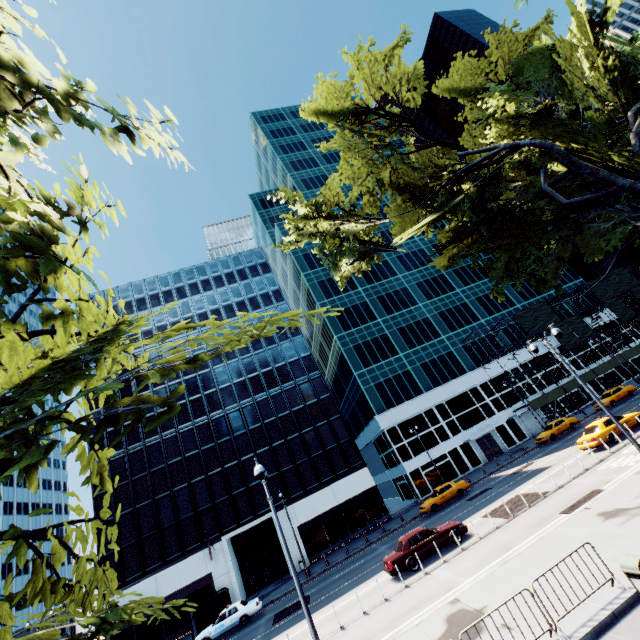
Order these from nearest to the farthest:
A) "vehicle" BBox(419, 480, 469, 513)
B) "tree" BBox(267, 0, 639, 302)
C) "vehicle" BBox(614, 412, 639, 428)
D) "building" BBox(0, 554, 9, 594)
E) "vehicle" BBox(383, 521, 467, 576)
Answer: "tree" BBox(267, 0, 639, 302), "vehicle" BBox(383, 521, 467, 576), "vehicle" BBox(614, 412, 639, 428), "vehicle" BBox(419, 480, 469, 513), "building" BBox(0, 554, 9, 594)

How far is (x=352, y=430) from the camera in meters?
58.7 m

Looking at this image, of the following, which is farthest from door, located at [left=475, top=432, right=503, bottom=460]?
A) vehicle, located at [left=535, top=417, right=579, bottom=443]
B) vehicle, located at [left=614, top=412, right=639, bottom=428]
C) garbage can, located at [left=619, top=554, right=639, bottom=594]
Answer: garbage can, located at [left=619, top=554, right=639, bottom=594]

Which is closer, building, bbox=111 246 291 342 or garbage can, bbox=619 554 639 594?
garbage can, bbox=619 554 639 594

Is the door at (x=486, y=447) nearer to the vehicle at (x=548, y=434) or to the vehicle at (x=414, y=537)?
the vehicle at (x=548, y=434)

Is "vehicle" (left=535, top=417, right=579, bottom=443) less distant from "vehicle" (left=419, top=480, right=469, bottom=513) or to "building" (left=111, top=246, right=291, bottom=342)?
"vehicle" (left=419, top=480, right=469, bottom=513)

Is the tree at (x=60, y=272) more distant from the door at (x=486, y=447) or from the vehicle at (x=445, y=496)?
the door at (x=486, y=447)

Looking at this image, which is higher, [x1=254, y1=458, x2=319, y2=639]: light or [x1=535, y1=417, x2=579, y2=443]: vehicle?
[x1=254, y1=458, x2=319, y2=639]: light
